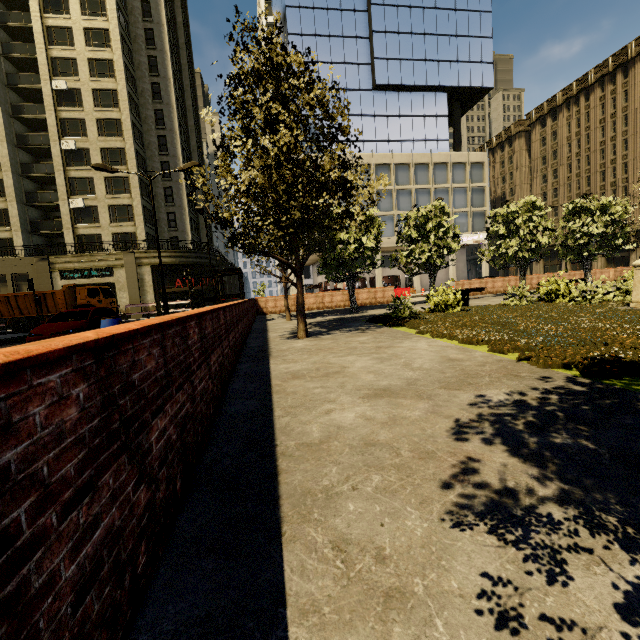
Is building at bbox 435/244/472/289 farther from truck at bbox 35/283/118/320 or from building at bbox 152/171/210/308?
truck at bbox 35/283/118/320

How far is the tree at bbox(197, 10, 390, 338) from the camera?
7.3 meters

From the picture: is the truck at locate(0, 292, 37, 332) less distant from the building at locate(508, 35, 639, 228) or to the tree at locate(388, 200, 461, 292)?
the tree at locate(388, 200, 461, 292)

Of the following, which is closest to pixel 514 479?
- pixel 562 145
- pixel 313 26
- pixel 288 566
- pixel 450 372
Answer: pixel 288 566

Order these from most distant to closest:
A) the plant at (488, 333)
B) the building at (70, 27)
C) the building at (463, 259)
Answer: the building at (463, 259) < the building at (70, 27) < the plant at (488, 333)

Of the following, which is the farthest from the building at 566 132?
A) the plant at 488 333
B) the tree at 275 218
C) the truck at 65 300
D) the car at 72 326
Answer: the plant at 488 333

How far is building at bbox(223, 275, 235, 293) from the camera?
48.9m

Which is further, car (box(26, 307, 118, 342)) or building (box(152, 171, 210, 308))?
building (box(152, 171, 210, 308))
